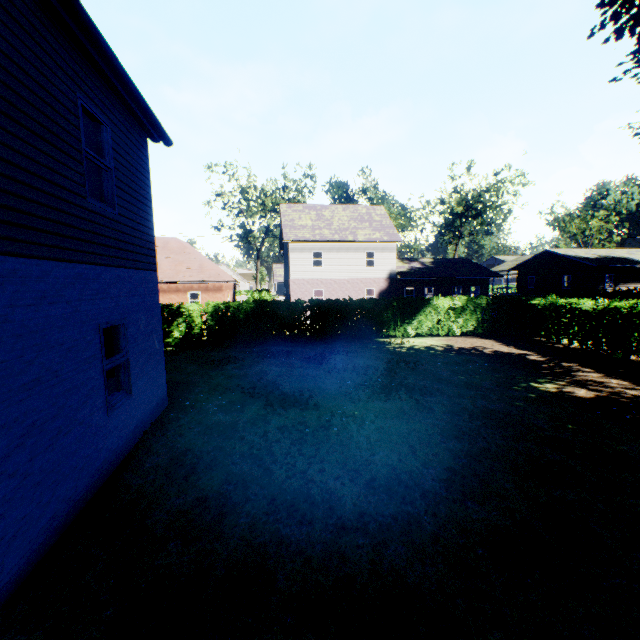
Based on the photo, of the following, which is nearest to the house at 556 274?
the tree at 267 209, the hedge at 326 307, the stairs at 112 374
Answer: the hedge at 326 307

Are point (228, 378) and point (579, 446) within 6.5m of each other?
no

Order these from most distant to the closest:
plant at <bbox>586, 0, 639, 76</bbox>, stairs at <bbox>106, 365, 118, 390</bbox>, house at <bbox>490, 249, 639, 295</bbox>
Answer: house at <bbox>490, 249, 639, 295</bbox>
plant at <bbox>586, 0, 639, 76</bbox>
stairs at <bbox>106, 365, 118, 390</bbox>

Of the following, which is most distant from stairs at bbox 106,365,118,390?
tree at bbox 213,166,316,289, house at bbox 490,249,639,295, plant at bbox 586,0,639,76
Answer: house at bbox 490,249,639,295

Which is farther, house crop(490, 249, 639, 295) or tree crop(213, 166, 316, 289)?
tree crop(213, 166, 316, 289)

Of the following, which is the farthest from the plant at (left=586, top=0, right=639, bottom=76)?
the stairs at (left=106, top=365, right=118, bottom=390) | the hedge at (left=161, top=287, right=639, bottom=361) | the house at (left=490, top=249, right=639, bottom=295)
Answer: the stairs at (left=106, top=365, right=118, bottom=390)

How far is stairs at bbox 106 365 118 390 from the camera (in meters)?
5.86

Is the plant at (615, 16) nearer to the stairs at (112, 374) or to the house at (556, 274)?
the house at (556, 274)
